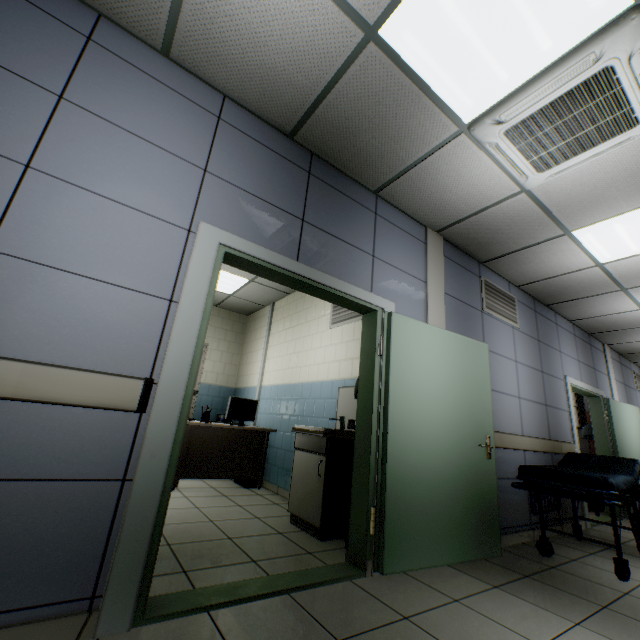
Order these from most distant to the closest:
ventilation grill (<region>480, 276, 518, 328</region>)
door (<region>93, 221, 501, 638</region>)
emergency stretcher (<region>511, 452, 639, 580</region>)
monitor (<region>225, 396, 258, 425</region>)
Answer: monitor (<region>225, 396, 258, 425</region>), ventilation grill (<region>480, 276, 518, 328</region>), emergency stretcher (<region>511, 452, 639, 580</region>), door (<region>93, 221, 501, 638</region>)

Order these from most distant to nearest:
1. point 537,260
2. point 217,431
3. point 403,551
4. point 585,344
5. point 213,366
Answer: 1. point 213,366
2. point 585,344
3. point 217,431
4. point 537,260
5. point 403,551

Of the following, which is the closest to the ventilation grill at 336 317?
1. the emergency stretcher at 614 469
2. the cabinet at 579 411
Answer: the emergency stretcher at 614 469

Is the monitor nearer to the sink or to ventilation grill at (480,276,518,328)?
the sink

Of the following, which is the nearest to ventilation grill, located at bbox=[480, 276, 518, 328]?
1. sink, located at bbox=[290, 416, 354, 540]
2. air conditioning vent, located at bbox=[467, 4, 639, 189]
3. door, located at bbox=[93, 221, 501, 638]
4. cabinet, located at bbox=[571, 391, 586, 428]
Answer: door, located at bbox=[93, 221, 501, 638]

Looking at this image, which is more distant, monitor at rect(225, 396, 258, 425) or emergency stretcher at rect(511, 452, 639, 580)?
monitor at rect(225, 396, 258, 425)

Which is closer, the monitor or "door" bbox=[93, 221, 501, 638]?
"door" bbox=[93, 221, 501, 638]

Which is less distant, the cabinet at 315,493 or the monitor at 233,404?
the cabinet at 315,493
